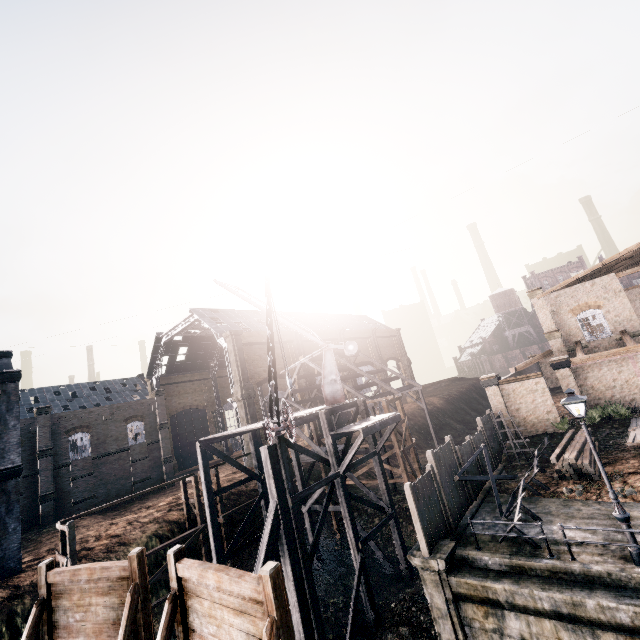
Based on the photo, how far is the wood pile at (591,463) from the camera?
17.05m

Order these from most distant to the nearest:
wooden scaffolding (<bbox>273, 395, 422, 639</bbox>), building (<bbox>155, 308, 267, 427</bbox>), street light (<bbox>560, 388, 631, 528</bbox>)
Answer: building (<bbox>155, 308, 267, 427</bbox>), wooden scaffolding (<bbox>273, 395, 422, 639</bbox>), street light (<bbox>560, 388, 631, 528</bbox>)

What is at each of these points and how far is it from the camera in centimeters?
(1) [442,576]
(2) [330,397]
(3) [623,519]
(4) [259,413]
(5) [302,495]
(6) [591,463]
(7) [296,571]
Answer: (1) column, 1308cm
(2) crane, 2353cm
(3) street light, 1088cm
(4) building, 4491cm
(5) wooden scaffolding, 1700cm
(6) wood pile, 1733cm
(7) wooden brace, 1554cm

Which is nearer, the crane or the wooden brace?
the crane

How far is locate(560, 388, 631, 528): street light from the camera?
10.91m

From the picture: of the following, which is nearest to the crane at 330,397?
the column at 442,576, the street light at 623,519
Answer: the column at 442,576

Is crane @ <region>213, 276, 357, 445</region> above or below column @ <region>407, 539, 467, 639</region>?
above

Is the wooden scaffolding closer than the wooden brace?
No
